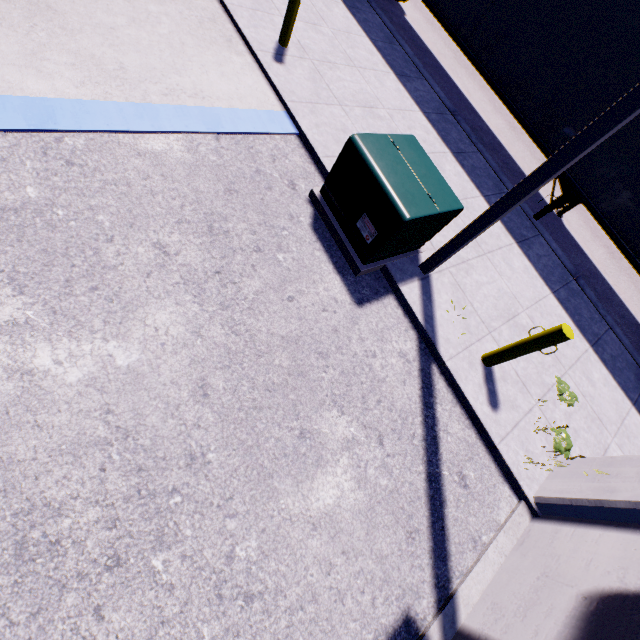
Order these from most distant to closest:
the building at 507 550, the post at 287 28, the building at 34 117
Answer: the post at 287 28, the building at 34 117, the building at 507 550

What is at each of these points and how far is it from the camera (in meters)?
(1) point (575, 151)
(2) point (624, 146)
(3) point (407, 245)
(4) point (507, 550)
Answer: (1) light, 3.20
(2) semi trailer, 5.94
(3) electrical box, 4.73
(4) building, 3.76

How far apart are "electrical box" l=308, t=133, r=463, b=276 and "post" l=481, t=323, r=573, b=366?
1.83m

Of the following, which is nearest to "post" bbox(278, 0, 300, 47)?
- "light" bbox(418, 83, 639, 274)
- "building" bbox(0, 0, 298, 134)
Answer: "building" bbox(0, 0, 298, 134)

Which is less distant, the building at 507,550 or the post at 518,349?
the building at 507,550

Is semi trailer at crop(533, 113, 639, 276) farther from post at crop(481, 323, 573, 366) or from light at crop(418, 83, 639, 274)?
post at crop(481, 323, 573, 366)

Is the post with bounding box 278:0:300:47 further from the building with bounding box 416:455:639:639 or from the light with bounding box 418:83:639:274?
the light with bounding box 418:83:639:274

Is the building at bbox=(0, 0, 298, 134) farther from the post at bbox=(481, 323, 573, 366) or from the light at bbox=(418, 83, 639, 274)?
the post at bbox=(481, 323, 573, 366)
